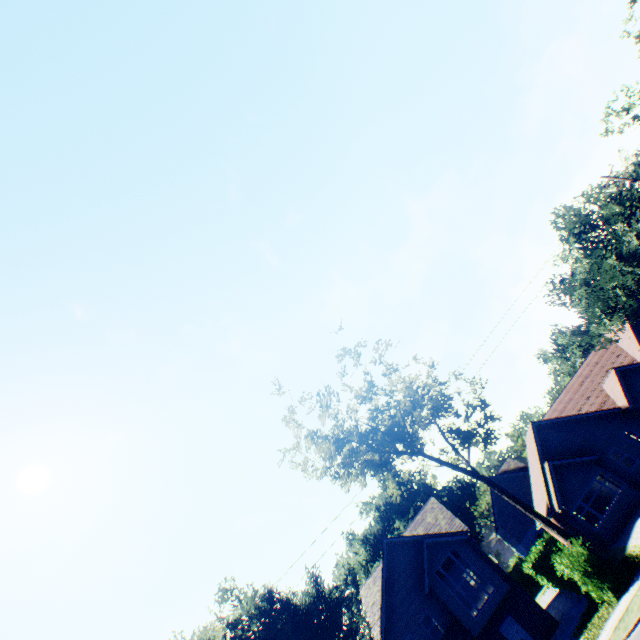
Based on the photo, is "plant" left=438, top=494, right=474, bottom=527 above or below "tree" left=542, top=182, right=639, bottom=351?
above

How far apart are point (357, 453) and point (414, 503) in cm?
4577

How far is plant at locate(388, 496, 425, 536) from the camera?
55.8 meters

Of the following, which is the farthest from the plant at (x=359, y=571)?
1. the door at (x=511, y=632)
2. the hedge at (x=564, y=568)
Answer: the door at (x=511, y=632)

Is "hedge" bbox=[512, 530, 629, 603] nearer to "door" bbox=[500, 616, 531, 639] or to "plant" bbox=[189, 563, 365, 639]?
"plant" bbox=[189, 563, 365, 639]

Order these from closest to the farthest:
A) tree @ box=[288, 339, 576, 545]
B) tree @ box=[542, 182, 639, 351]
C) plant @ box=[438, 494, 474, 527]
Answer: tree @ box=[288, 339, 576, 545], tree @ box=[542, 182, 639, 351], plant @ box=[438, 494, 474, 527]

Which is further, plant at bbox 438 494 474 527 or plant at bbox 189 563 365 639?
plant at bbox 438 494 474 527

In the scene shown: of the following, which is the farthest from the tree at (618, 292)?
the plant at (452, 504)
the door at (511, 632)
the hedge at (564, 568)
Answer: the door at (511, 632)
